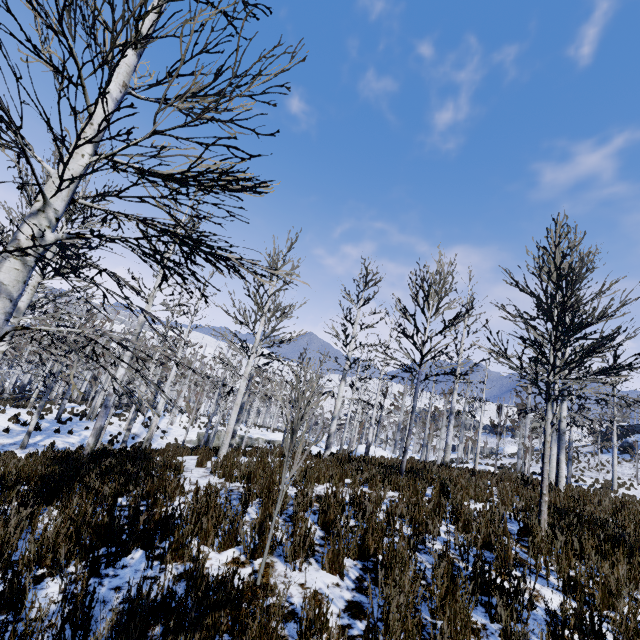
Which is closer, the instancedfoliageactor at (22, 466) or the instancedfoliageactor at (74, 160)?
the instancedfoliageactor at (74, 160)

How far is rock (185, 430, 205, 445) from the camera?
29.8 meters

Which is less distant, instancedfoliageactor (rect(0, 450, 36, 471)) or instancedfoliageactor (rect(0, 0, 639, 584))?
instancedfoliageactor (rect(0, 0, 639, 584))

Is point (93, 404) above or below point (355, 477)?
below

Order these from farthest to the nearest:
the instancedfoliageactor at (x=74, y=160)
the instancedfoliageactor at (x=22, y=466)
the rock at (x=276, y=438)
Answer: the rock at (x=276, y=438) < the instancedfoliageactor at (x=22, y=466) < the instancedfoliageactor at (x=74, y=160)

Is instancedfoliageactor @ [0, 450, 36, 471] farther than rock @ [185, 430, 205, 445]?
No

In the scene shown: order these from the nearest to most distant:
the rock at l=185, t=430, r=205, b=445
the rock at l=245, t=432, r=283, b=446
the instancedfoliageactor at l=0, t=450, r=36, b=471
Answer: the instancedfoliageactor at l=0, t=450, r=36, b=471 < the rock at l=185, t=430, r=205, b=445 < the rock at l=245, t=432, r=283, b=446
